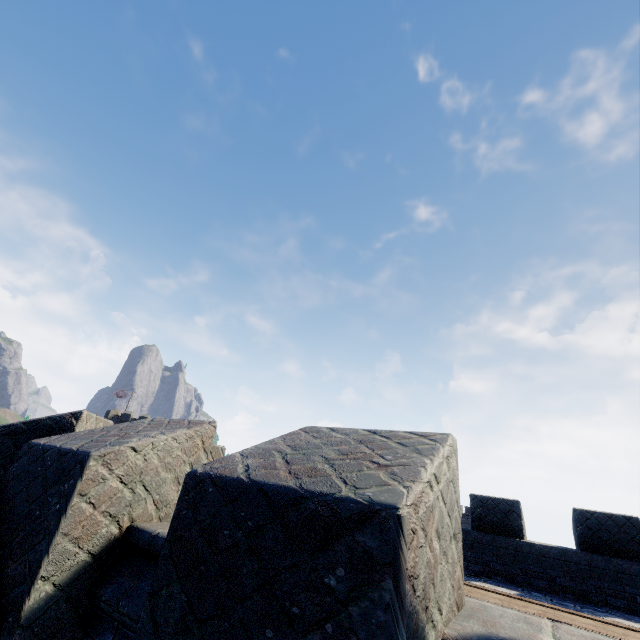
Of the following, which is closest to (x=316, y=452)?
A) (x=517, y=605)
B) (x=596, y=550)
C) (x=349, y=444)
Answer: (x=349, y=444)
